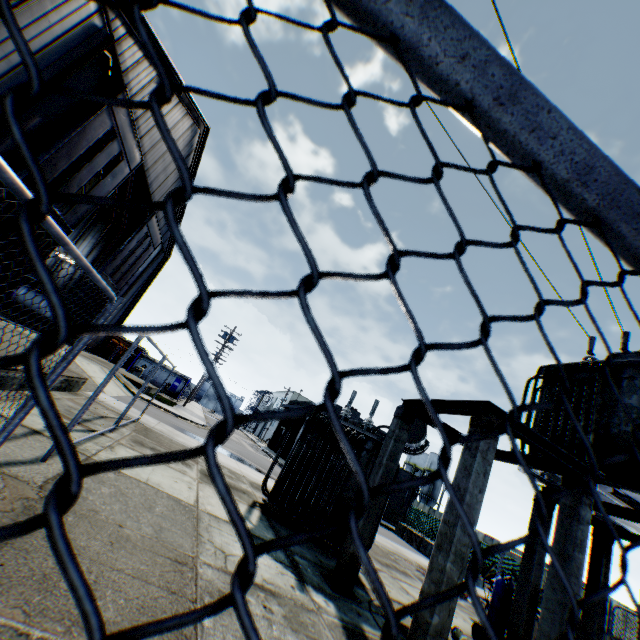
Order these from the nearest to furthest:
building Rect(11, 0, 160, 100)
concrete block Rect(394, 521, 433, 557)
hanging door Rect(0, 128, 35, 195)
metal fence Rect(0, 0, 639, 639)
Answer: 1. metal fence Rect(0, 0, 639, 639)
2. building Rect(11, 0, 160, 100)
3. hanging door Rect(0, 128, 35, 195)
4. concrete block Rect(394, 521, 433, 557)

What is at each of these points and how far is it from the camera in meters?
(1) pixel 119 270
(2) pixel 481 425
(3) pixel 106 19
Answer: (1) hanging door, 23.1
(2) concrete support, 4.9
(3) building, 11.2

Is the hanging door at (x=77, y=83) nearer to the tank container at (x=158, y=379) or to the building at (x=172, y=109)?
the building at (x=172, y=109)

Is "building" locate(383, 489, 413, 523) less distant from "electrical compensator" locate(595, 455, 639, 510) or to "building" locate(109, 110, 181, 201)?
"building" locate(109, 110, 181, 201)

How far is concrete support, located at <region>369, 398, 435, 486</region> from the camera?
6.38m

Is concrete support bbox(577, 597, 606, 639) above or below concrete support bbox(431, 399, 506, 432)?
below

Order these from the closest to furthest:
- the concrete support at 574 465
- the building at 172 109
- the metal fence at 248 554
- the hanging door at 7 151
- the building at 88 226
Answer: the metal fence at 248 554 → the concrete support at 574 465 → the hanging door at 7 151 → the building at 172 109 → the building at 88 226

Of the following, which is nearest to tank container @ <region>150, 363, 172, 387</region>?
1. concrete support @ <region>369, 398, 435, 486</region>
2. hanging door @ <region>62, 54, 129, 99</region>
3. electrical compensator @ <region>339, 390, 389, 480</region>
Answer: hanging door @ <region>62, 54, 129, 99</region>
